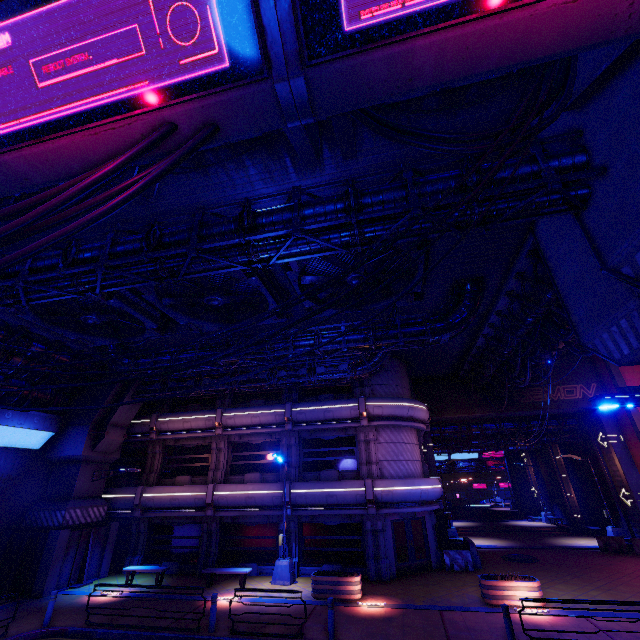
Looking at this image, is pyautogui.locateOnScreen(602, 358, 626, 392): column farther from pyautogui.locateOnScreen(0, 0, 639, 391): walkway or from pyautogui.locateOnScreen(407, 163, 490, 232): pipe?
pyautogui.locateOnScreen(407, 163, 490, 232): pipe

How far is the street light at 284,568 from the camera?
16.4m

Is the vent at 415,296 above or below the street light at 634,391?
above

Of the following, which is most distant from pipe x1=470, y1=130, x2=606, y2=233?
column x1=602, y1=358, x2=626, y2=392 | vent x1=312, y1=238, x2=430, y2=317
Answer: column x1=602, y1=358, x2=626, y2=392

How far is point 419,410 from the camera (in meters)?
20.80

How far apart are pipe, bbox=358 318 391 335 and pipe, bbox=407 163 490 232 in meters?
7.1

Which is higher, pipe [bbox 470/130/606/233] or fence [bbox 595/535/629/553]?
pipe [bbox 470/130/606/233]
